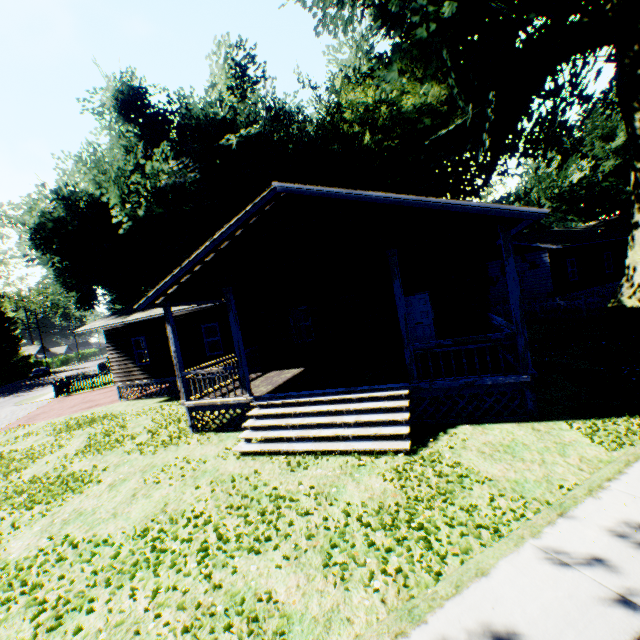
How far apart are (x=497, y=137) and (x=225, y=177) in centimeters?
1792cm

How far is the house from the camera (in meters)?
7.52

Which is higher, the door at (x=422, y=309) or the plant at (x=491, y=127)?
the plant at (x=491, y=127)

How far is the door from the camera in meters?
12.6 m

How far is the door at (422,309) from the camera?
12.58m

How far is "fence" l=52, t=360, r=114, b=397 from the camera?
25.5m

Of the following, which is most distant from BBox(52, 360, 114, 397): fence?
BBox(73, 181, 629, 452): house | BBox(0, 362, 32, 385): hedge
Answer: BBox(0, 362, 32, 385): hedge

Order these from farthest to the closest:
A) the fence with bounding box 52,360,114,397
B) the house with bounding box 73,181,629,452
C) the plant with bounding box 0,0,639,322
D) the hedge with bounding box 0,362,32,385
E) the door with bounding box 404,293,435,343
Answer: the hedge with bounding box 0,362,32,385
the fence with bounding box 52,360,114,397
the plant with bounding box 0,0,639,322
the door with bounding box 404,293,435,343
the house with bounding box 73,181,629,452
